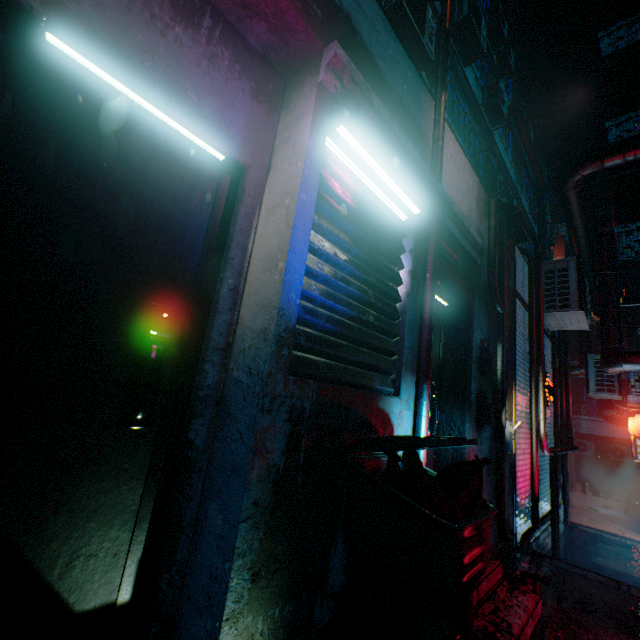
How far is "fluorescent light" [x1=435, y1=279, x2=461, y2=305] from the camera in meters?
2.7

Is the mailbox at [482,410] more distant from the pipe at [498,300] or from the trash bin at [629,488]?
the trash bin at [629,488]

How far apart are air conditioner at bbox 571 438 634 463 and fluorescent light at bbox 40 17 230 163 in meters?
21.7

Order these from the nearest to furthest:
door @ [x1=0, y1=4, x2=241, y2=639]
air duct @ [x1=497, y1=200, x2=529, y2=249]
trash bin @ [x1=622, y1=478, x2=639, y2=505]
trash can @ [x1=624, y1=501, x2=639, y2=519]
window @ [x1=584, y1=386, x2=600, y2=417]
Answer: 1. door @ [x1=0, y1=4, x2=241, y2=639]
2. air duct @ [x1=497, y1=200, x2=529, y2=249]
3. trash can @ [x1=624, y1=501, x2=639, y2=519]
4. trash bin @ [x1=622, y1=478, x2=639, y2=505]
5. window @ [x1=584, y1=386, x2=600, y2=417]

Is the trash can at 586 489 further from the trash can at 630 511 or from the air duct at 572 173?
the air duct at 572 173

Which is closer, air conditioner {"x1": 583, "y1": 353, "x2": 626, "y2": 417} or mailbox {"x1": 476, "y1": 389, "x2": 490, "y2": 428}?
mailbox {"x1": 476, "y1": 389, "x2": 490, "y2": 428}

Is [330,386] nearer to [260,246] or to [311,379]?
[311,379]

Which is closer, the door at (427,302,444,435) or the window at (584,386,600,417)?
the door at (427,302,444,435)
